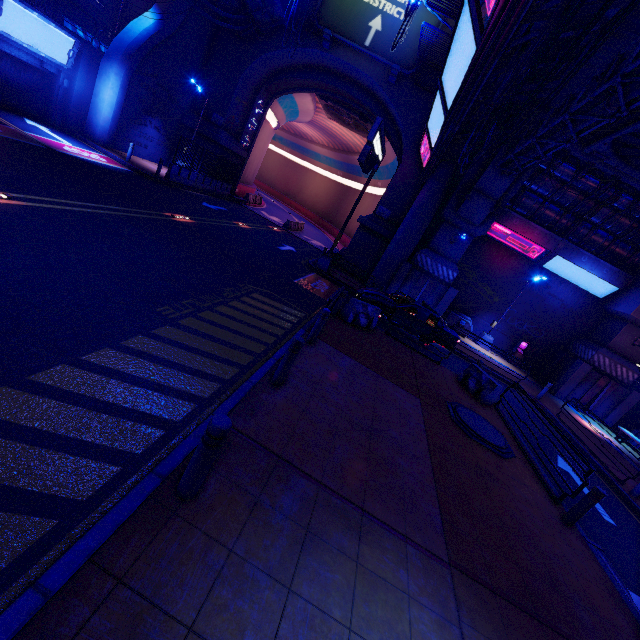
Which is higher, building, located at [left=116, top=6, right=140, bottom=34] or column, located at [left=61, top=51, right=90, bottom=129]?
building, located at [left=116, top=6, right=140, bottom=34]

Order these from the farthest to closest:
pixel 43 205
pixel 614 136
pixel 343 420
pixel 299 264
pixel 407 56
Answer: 1. pixel 407 56
2. pixel 299 264
3. pixel 614 136
4. pixel 43 205
5. pixel 343 420

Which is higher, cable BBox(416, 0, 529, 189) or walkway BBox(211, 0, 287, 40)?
walkway BBox(211, 0, 287, 40)

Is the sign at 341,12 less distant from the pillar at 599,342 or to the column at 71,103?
the column at 71,103

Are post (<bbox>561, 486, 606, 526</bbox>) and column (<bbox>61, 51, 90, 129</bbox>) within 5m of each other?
no

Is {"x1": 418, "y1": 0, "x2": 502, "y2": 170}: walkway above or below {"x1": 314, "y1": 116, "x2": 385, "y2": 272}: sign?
above

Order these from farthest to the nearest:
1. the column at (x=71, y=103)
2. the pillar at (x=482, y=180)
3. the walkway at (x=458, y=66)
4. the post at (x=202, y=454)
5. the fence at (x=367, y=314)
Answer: the pillar at (x=482, y=180)
the column at (x=71, y=103)
the fence at (x=367, y=314)
the walkway at (x=458, y=66)
the post at (x=202, y=454)

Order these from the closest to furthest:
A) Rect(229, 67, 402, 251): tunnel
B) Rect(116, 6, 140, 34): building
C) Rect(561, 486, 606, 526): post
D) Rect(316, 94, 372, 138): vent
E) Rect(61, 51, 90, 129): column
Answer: Rect(561, 486, 606, 526): post < Rect(61, 51, 90, 129): column < Rect(116, 6, 140, 34): building < Rect(229, 67, 402, 251): tunnel < Rect(316, 94, 372, 138): vent
